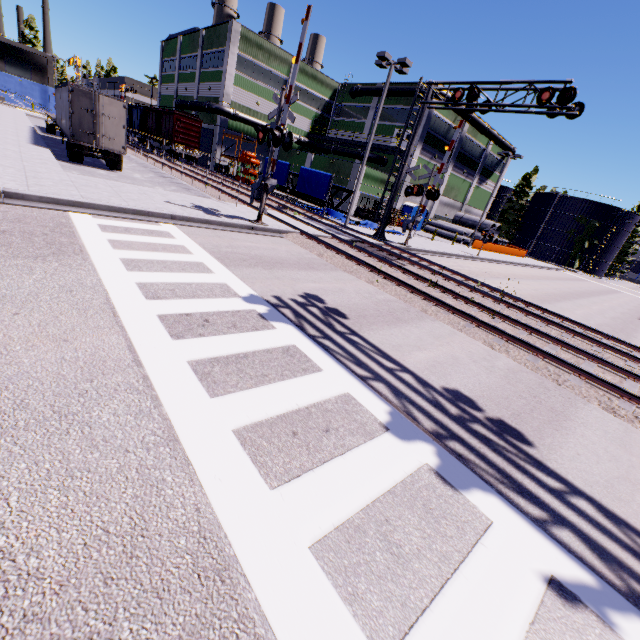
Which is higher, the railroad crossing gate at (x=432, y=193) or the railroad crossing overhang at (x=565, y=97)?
the railroad crossing overhang at (x=565, y=97)

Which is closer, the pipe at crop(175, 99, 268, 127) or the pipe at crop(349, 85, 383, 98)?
the pipe at crop(175, 99, 268, 127)

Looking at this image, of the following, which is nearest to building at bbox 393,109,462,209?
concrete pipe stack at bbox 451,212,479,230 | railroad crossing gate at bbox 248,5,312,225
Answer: concrete pipe stack at bbox 451,212,479,230

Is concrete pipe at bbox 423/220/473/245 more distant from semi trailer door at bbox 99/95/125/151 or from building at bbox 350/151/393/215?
semi trailer door at bbox 99/95/125/151

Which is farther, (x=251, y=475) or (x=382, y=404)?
(x=382, y=404)

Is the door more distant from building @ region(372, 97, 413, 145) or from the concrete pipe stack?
the concrete pipe stack

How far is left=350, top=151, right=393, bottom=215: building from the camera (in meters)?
34.19

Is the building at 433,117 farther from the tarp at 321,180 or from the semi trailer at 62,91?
the tarp at 321,180
